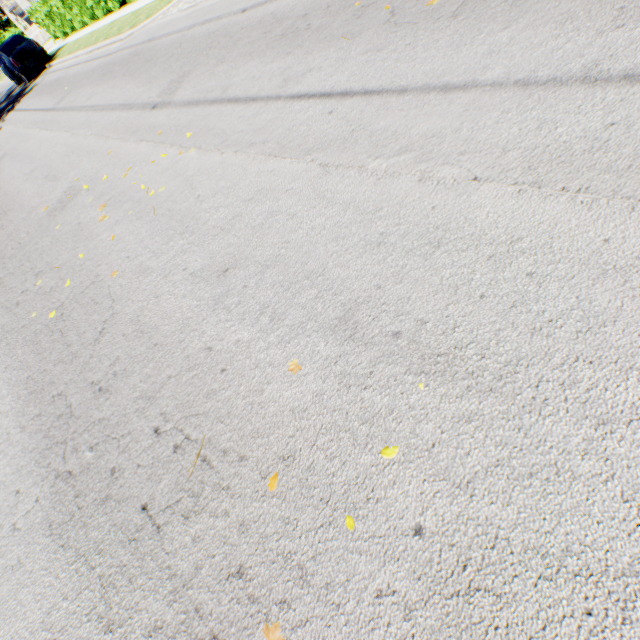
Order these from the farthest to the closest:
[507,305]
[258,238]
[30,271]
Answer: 1. [30,271]
2. [258,238]
3. [507,305]

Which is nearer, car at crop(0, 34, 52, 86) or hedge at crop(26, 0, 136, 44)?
hedge at crop(26, 0, 136, 44)

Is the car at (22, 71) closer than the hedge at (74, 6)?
No
